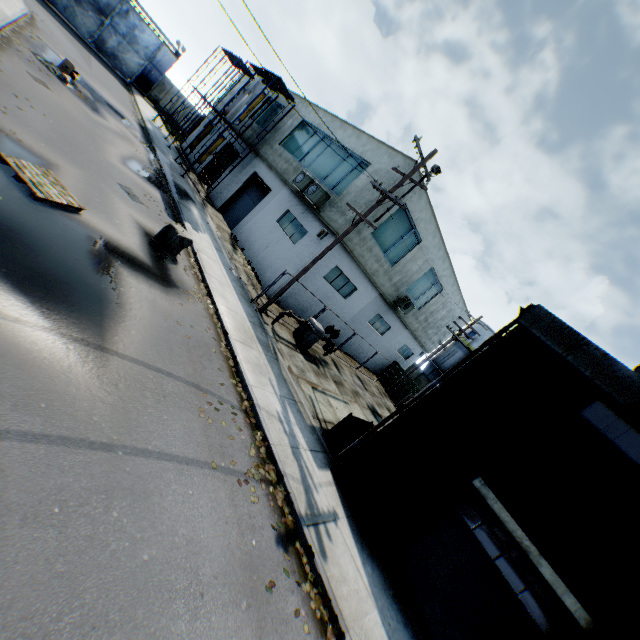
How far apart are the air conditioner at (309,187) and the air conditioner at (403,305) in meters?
8.3

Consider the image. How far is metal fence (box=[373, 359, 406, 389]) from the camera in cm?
2803

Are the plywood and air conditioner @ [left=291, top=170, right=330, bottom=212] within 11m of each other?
yes

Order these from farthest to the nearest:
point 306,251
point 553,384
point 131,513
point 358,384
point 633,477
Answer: point 358,384
point 306,251
point 553,384
point 633,477
point 131,513

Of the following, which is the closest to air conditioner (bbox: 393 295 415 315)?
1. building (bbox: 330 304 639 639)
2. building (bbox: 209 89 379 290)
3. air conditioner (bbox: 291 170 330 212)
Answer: building (bbox: 209 89 379 290)

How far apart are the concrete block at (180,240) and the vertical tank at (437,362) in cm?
3424

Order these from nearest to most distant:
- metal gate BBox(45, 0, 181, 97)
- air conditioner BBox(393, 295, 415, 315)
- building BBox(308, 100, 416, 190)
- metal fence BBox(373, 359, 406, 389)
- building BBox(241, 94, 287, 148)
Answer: building BBox(308, 100, 416, 190), air conditioner BBox(393, 295, 415, 315), building BBox(241, 94, 287, 148), metal fence BBox(373, 359, 406, 389), metal gate BBox(45, 0, 181, 97)

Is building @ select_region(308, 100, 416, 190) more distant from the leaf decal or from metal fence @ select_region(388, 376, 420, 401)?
metal fence @ select_region(388, 376, 420, 401)
